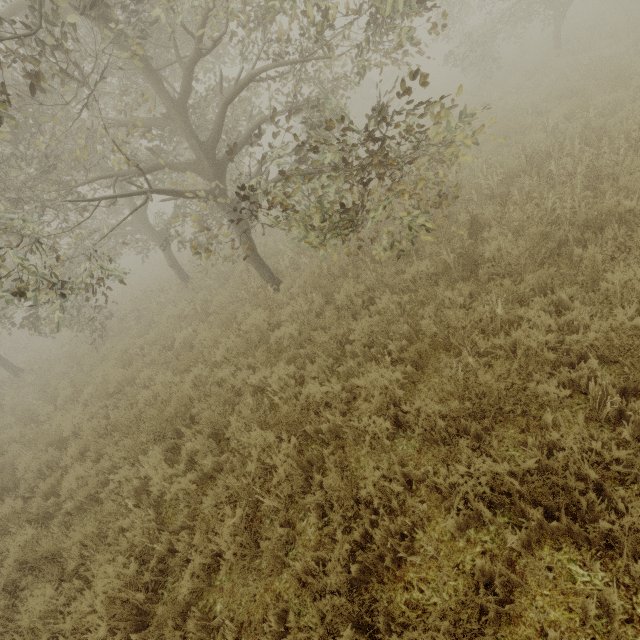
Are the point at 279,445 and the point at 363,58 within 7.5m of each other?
yes
